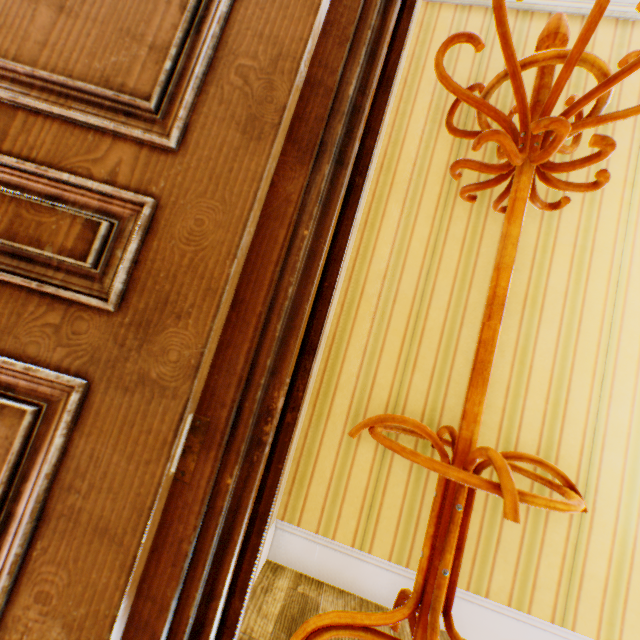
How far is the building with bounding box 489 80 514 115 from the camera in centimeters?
163cm

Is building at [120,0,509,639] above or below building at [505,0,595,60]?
below

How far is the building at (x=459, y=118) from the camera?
1.63m

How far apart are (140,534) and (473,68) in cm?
234

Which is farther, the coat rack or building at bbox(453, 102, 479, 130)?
building at bbox(453, 102, 479, 130)

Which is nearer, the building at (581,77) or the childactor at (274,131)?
the childactor at (274,131)

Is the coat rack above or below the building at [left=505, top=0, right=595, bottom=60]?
below

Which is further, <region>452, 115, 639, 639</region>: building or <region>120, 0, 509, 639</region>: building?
<region>452, 115, 639, 639</region>: building
